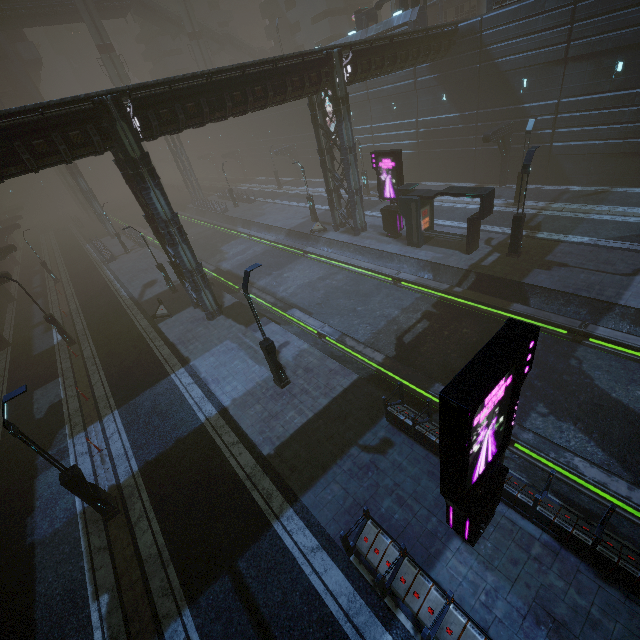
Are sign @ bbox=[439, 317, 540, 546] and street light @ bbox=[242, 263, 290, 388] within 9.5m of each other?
yes

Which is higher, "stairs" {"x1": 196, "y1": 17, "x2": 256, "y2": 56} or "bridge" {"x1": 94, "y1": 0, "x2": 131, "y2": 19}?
"bridge" {"x1": 94, "y1": 0, "x2": 131, "y2": 19}

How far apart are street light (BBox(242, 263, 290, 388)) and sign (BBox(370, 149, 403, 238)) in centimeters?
1421cm

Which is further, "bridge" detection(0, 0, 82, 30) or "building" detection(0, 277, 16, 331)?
"bridge" detection(0, 0, 82, 30)

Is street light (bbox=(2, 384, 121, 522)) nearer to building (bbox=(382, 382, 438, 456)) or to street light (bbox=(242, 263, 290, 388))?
building (bbox=(382, 382, 438, 456))

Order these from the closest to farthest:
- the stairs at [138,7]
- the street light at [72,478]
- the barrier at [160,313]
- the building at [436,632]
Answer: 1. the building at [436,632]
2. the street light at [72,478]
3. the barrier at [160,313]
4. the stairs at [138,7]

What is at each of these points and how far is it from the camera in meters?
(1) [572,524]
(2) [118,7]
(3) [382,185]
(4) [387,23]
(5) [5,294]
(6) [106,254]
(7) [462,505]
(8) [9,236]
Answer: (1) building, 7.7 m
(2) bridge, 46.8 m
(3) sign, 22.9 m
(4) building, 29.5 m
(5) building, 32.0 m
(6) building, 37.5 m
(7) sign, 6.3 m
(8) building, 52.3 m

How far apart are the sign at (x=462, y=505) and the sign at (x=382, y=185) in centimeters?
1808cm
